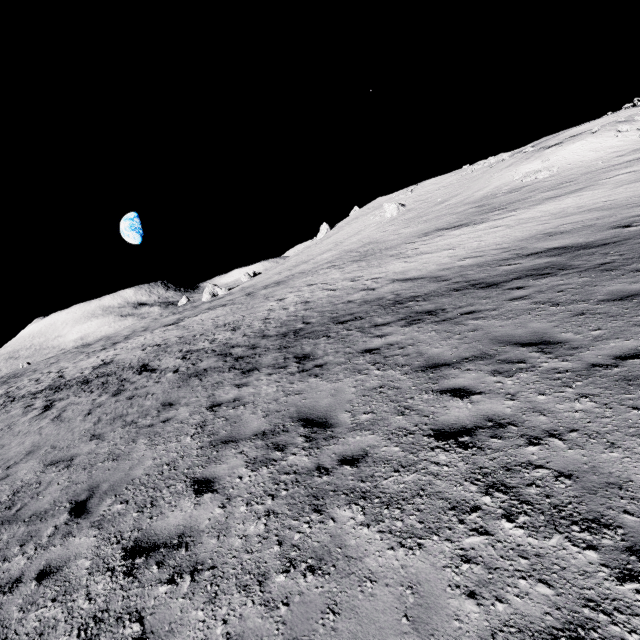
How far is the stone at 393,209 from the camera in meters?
50.4 m

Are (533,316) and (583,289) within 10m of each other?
yes

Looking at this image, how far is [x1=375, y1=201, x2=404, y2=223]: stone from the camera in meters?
50.4
